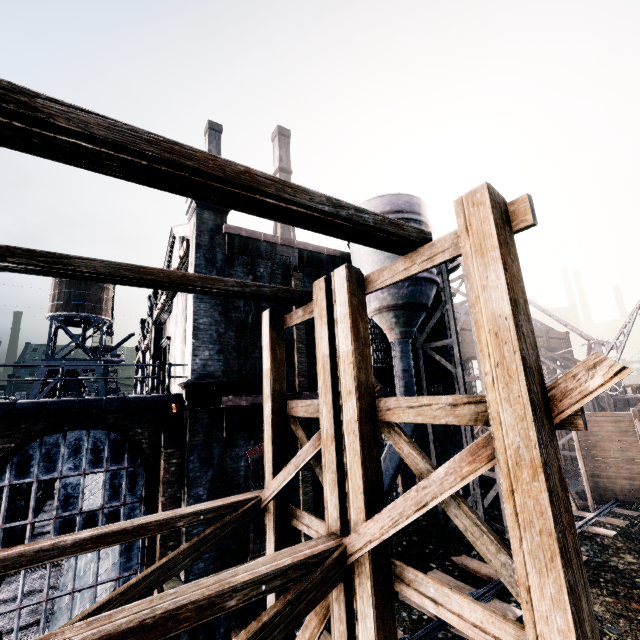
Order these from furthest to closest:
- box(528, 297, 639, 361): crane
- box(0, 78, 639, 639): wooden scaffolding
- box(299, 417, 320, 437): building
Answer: box(528, 297, 639, 361): crane, box(299, 417, 320, 437): building, box(0, 78, 639, 639): wooden scaffolding

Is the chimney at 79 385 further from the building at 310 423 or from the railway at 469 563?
the railway at 469 563

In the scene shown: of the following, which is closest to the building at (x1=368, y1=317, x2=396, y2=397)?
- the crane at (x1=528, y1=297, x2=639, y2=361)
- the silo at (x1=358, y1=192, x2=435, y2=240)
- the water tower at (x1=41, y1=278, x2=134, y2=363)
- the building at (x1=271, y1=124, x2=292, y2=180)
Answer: the silo at (x1=358, y1=192, x2=435, y2=240)

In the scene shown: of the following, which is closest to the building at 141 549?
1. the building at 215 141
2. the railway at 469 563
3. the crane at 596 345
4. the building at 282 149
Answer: the railway at 469 563

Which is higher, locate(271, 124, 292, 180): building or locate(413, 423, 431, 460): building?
locate(271, 124, 292, 180): building

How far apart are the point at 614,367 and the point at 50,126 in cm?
429

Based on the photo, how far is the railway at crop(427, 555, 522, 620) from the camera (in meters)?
11.14

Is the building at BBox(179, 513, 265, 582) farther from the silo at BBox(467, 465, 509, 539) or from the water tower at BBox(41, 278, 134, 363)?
the water tower at BBox(41, 278, 134, 363)
